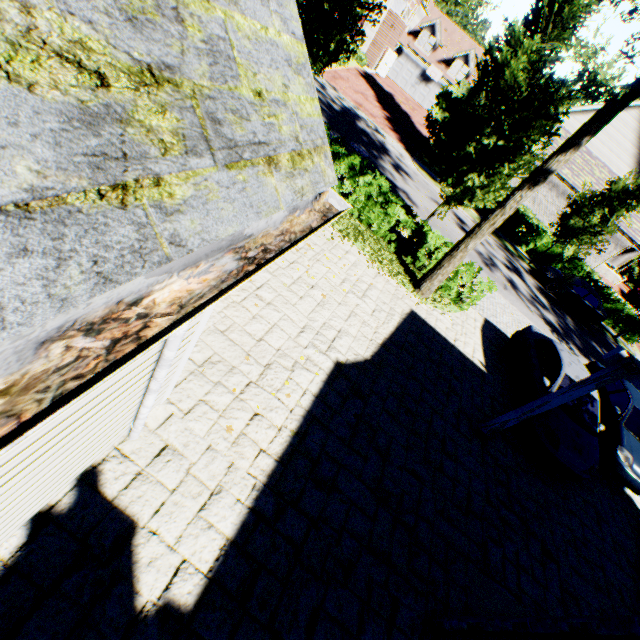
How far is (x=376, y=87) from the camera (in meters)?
30.55

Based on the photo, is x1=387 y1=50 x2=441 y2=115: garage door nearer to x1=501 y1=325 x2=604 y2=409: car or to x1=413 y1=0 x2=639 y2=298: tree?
x1=413 y1=0 x2=639 y2=298: tree

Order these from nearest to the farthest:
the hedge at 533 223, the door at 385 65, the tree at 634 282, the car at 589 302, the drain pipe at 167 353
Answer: the drain pipe at 167 353, the car at 589 302, the hedge at 533 223, the door at 385 65, the tree at 634 282

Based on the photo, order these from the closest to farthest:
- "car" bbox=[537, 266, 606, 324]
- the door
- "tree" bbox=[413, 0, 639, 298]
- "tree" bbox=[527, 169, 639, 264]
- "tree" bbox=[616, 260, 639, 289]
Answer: "tree" bbox=[413, 0, 639, 298] → "tree" bbox=[527, 169, 639, 264] → "car" bbox=[537, 266, 606, 324] → the door → "tree" bbox=[616, 260, 639, 289]

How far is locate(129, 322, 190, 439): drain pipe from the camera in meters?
2.5

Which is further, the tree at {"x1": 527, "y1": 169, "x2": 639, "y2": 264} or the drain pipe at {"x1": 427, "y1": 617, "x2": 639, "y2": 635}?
the tree at {"x1": 527, "y1": 169, "x2": 639, "y2": 264}

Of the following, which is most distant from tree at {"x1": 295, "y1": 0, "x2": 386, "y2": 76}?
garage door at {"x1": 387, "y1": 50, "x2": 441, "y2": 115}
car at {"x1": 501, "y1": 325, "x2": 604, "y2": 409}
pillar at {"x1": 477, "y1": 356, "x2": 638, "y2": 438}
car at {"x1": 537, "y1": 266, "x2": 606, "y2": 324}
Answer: garage door at {"x1": 387, "y1": 50, "x2": 441, "y2": 115}

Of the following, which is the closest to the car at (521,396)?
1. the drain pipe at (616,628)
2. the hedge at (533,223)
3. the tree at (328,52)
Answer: the tree at (328,52)
